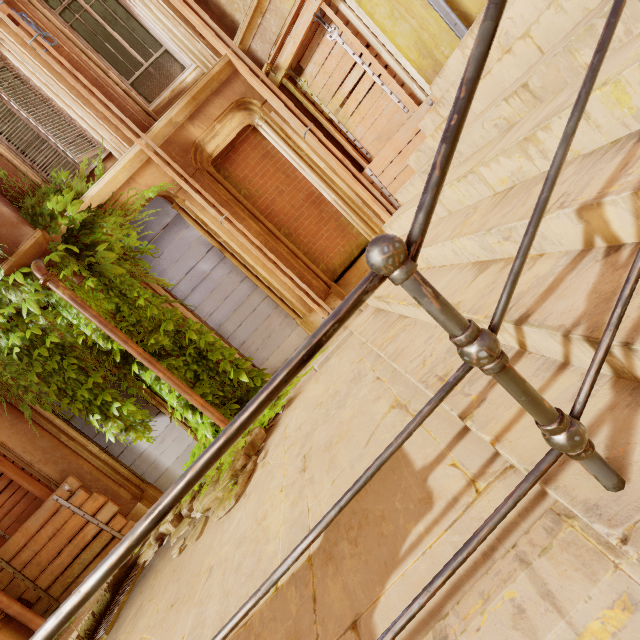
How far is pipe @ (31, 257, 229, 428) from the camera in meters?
4.8 m

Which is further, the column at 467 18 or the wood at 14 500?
the wood at 14 500

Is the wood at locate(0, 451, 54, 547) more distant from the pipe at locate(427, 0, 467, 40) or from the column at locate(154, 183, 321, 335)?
the pipe at locate(427, 0, 467, 40)

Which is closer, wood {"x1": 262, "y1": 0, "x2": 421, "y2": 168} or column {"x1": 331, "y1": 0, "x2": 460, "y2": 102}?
column {"x1": 331, "y1": 0, "x2": 460, "y2": 102}

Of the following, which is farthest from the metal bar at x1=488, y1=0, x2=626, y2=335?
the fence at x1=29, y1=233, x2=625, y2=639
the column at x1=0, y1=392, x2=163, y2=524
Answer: the column at x1=0, y1=392, x2=163, y2=524

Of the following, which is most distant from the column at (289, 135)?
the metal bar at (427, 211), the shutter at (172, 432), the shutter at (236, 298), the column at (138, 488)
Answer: the metal bar at (427, 211)

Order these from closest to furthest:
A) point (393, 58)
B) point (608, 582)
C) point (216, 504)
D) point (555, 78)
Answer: point (608, 582) → point (555, 78) → point (216, 504) → point (393, 58)

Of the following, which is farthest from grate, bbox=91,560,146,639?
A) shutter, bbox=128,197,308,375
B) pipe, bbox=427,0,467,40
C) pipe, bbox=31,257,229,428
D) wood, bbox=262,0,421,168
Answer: pipe, bbox=427,0,467,40
